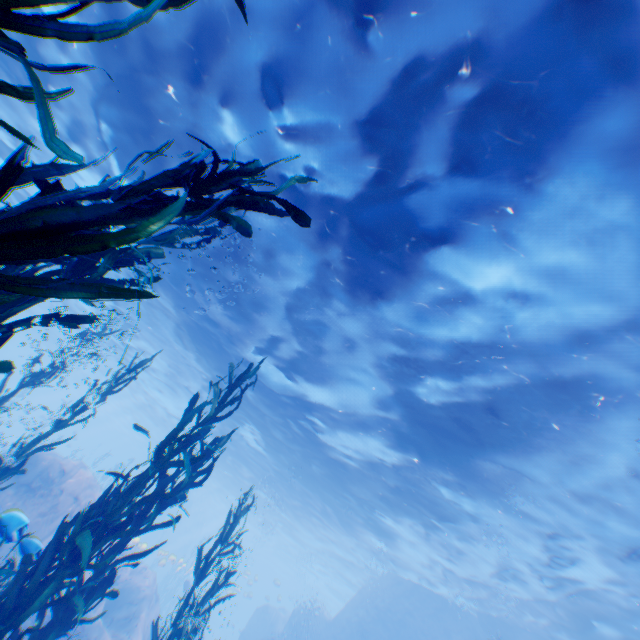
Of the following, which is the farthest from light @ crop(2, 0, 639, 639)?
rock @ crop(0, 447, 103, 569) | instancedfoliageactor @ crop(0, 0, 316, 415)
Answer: instancedfoliageactor @ crop(0, 0, 316, 415)

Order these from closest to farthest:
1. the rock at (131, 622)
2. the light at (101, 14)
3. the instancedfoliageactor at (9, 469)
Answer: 1. the instancedfoliageactor at (9, 469)
2. the light at (101, 14)
3. the rock at (131, 622)

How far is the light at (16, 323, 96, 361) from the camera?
32.7 meters

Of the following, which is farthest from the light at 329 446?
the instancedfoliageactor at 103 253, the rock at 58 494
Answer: the instancedfoliageactor at 103 253

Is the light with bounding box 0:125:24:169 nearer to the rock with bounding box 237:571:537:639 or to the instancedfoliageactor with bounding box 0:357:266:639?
the rock with bounding box 237:571:537:639

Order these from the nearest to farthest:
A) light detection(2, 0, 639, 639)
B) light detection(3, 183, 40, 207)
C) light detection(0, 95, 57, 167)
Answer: light detection(2, 0, 639, 639)
light detection(0, 95, 57, 167)
light detection(3, 183, 40, 207)

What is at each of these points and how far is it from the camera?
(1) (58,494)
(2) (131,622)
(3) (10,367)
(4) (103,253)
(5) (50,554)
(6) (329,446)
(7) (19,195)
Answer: (1) rock, 13.8 meters
(2) rock, 13.9 meters
(3) instancedfoliageactor, 2.9 meters
(4) instancedfoliageactor, 3.2 meters
(5) instancedfoliageactor, 4.5 meters
(6) light, 16.8 meters
(7) light, 17.7 meters
